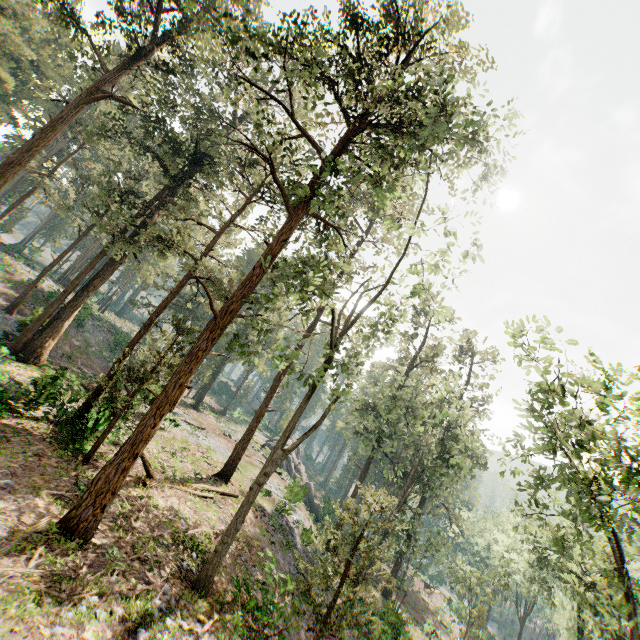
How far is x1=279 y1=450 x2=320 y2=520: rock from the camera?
25.09m

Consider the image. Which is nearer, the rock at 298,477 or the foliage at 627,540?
the foliage at 627,540

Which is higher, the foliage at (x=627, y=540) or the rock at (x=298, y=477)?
the foliage at (x=627, y=540)

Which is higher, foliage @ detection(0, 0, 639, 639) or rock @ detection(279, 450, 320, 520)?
foliage @ detection(0, 0, 639, 639)

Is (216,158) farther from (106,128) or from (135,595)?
(106,128)

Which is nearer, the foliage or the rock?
the foliage
